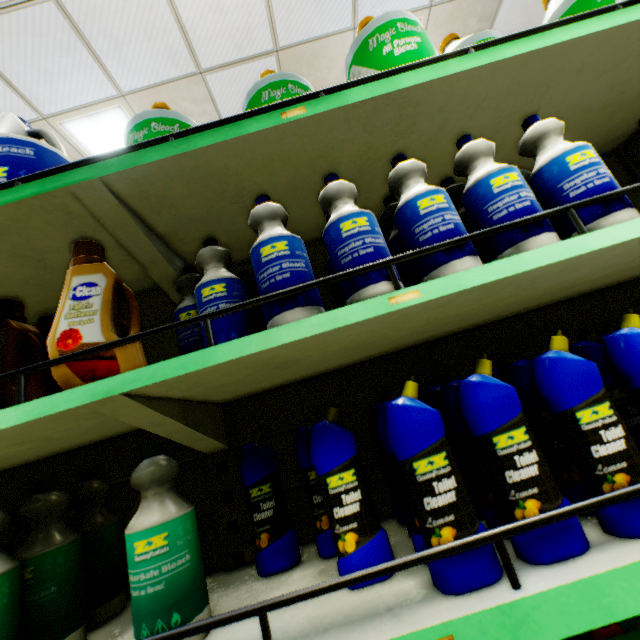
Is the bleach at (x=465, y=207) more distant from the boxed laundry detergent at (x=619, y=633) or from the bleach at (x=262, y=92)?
the boxed laundry detergent at (x=619, y=633)

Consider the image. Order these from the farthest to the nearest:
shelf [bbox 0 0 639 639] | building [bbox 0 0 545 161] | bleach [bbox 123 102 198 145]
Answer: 1. building [bbox 0 0 545 161]
2. bleach [bbox 123 102 198 145]
3. shelf [bbox 0 0 639 639]

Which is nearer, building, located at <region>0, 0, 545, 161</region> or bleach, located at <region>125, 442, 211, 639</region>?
bleach, located at <region>125, 442, 211, 639</region>

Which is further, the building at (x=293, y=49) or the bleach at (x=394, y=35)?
the building at (x=293, y=49)

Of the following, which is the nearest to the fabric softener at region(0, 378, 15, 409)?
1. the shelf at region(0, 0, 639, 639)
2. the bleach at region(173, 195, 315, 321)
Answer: the shelf at region(0, 0, 639, 639)

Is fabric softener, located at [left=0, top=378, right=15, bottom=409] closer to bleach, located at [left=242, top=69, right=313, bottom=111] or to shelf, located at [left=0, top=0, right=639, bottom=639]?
shelf, located at [left=0, top=0, right=639, bottom=639]

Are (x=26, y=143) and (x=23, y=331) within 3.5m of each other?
yes

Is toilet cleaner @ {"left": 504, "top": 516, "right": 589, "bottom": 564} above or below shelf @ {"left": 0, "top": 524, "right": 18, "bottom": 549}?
below
